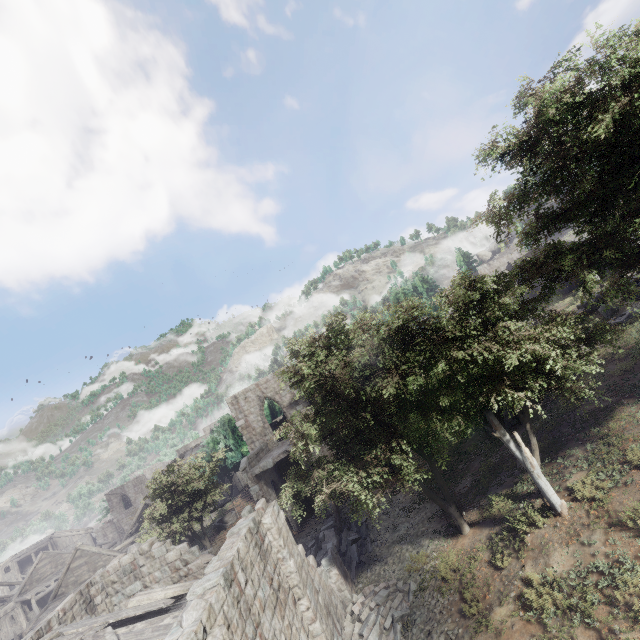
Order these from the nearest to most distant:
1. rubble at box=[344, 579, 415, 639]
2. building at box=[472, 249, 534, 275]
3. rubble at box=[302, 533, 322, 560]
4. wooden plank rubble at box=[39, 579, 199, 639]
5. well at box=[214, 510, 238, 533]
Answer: wooden plank rubble at box=[39, 579, 199, 639] → rubble at box=[344, 579, 415, 639] → rubble at box=[302, 533, 322, 560] → well at box=[214, 510, 238, 533] → building at box=[472, 249, 534, 275]

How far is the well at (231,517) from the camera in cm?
2805

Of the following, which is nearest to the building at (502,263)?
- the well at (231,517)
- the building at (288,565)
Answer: the building at (288,565)

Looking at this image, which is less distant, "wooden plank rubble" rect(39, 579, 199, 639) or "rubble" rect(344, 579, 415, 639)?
"wooden plank rubble" rect(39, 579, 199, 639)

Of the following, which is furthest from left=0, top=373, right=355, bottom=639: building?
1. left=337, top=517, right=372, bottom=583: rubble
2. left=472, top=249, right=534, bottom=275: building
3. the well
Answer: left=472, top=249, right=534, bottom=275: building

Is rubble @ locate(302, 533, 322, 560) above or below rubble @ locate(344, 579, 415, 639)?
above

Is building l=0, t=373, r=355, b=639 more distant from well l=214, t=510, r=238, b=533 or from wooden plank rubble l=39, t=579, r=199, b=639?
well l=214, t=510, r=238, b=533

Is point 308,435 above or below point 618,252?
below
